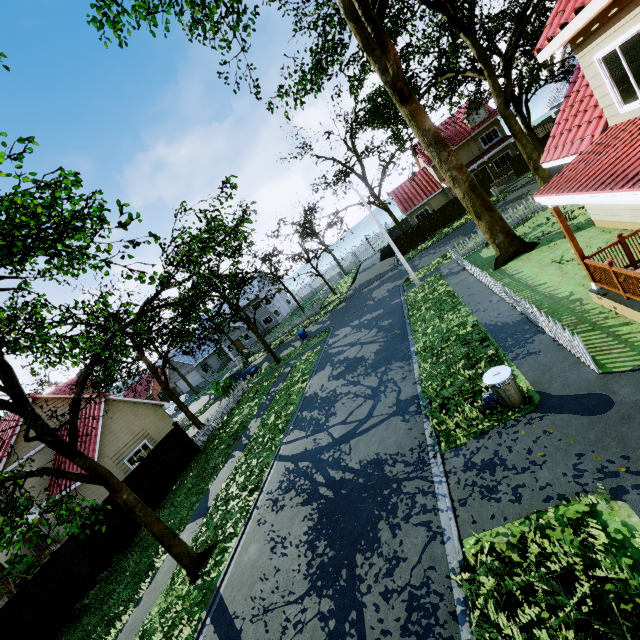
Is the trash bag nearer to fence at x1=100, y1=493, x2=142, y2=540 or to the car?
fence at x1=100, y1=493, x2=142, y2=540

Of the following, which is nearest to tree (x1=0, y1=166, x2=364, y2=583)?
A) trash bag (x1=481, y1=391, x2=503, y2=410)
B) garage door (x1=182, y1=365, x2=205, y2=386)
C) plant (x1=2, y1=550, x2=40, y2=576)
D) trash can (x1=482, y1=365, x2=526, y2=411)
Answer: plant (x1=2, y1=550, x2=40, y2=576)

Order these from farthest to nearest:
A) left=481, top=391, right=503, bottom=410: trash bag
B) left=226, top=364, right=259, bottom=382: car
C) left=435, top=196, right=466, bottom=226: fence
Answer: left=435, top=196, right=466, bottom=226: fence
left=226, top=364, right=259, bottom=382: car
left=481, top=391, right=503, bottom=410: trash bag

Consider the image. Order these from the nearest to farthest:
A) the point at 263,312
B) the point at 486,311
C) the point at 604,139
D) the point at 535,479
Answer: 1. the point at 535,479
2. the point at 604,139
3. the point at 486,311
4. the point at 263,312

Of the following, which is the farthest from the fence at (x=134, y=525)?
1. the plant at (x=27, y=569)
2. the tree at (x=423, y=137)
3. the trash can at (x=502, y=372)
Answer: the plant at (x=27, y=569)

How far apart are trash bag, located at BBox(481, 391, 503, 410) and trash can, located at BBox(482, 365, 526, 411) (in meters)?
0.02

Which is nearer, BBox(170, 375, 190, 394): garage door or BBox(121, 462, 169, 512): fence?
BBox(121, 462, 169, 512): fence

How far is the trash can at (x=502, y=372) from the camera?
7.3 meters
